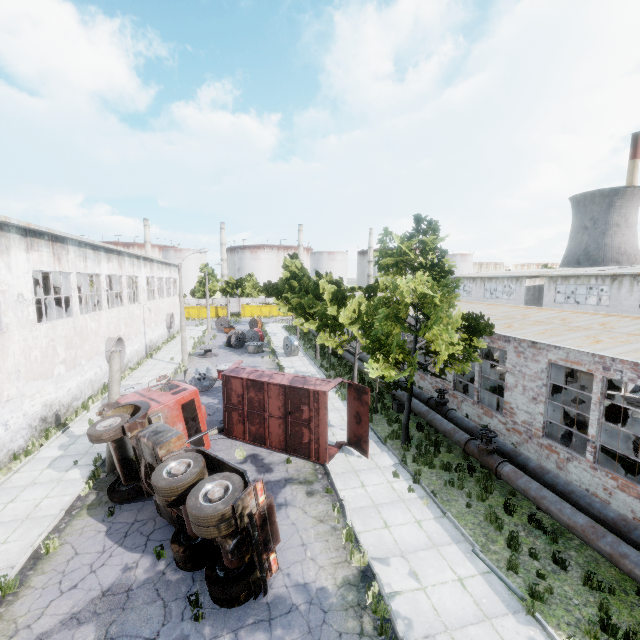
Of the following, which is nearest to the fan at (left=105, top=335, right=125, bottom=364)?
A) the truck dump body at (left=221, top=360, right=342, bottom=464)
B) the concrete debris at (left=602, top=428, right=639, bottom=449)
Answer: the truck dump body at (left=221, top=360, right=342, bottom=464)

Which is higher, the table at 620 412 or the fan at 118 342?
the fan at 118 342

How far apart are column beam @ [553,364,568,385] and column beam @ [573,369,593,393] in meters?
5.3

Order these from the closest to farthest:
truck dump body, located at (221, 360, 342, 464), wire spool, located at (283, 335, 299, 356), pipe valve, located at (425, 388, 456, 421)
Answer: truck dump body, located at (221, 360, 342, 464), pipe valve, located at (425, 388, 456, 421), wire spool, located at (283, 335, 299, 356)

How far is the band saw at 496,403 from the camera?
16.6m

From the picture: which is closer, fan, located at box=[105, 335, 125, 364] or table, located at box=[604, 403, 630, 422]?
table, located at box=[604, 403, 630, 422]

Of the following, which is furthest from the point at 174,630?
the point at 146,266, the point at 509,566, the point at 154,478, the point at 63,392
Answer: the point at 146,266

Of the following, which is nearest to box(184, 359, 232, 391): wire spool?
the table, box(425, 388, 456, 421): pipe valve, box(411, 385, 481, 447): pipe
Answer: box(411, 385, 481, 447): pipe
